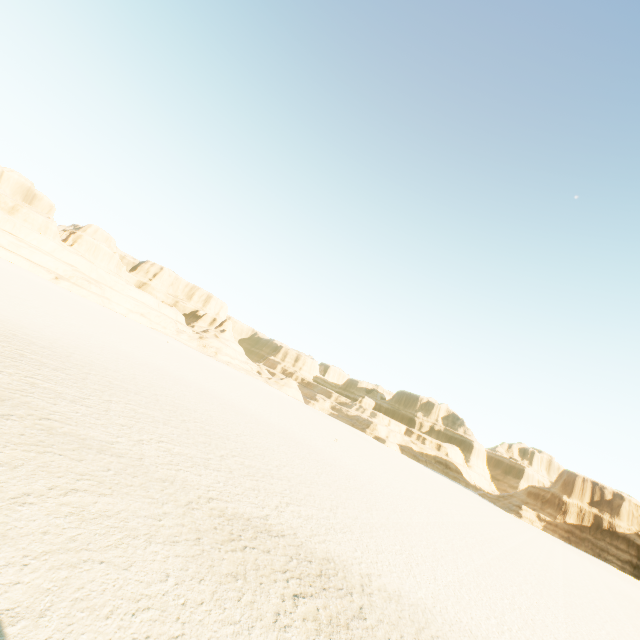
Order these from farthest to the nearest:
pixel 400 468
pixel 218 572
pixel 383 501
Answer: pixel 400 468 < pixel 383 501 < pixel 218 572
